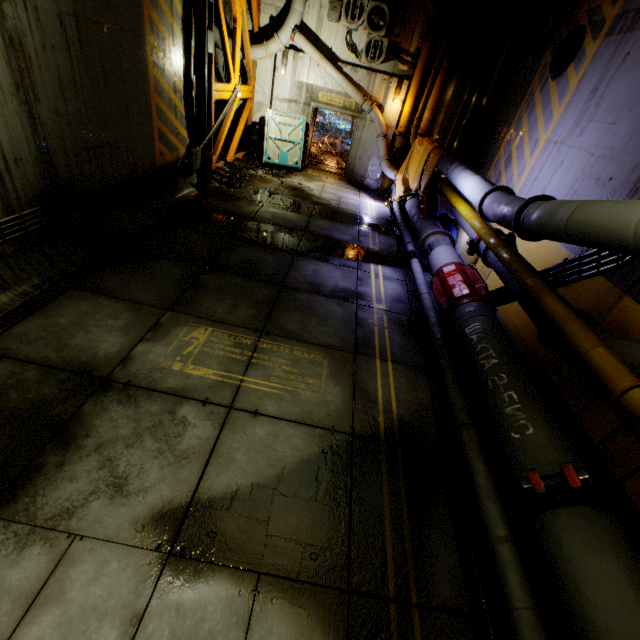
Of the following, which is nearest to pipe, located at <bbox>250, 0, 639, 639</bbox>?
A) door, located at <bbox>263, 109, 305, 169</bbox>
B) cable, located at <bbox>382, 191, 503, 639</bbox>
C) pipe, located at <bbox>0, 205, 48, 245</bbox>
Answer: cable, located at <bbox>382, 191, 503, 639</bbox>

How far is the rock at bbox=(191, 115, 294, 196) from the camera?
9.84m

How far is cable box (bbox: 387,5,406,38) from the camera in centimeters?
1112cm

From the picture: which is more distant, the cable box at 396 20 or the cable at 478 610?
the cable box at 396 20

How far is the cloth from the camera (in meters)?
9.90

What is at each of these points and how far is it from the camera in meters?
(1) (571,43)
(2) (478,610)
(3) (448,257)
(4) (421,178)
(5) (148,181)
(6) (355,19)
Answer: (1) cable, 6.3
(2) cable, 2.6
(3) pipe, 7.3
(4) cloth, 10.9
(5) cable, 7.2
(6) air conditioner, 11.2

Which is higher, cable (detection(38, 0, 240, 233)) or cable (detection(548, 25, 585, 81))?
cable (detection(548, 25, 585, 81))

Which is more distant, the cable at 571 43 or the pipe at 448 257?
the cable at 571 43
